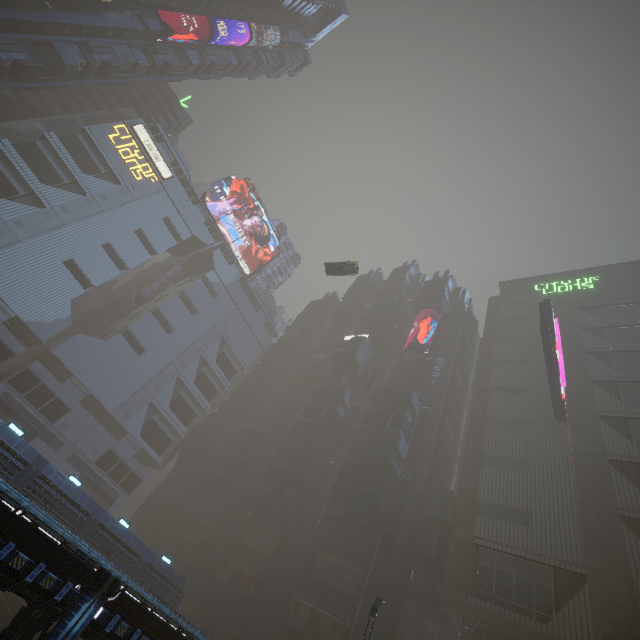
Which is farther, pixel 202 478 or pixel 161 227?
pixel 161 227

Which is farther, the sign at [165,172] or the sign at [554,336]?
the sign at [165,172]

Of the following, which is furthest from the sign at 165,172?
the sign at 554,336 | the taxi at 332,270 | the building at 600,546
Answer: the sign at 554,336

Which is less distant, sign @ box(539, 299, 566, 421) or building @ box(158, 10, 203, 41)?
sign @ box(539, 299, 566, 421)

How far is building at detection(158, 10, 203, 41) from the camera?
54.1 meters

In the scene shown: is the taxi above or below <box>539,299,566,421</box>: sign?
below

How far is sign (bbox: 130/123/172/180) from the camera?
55.9 meters

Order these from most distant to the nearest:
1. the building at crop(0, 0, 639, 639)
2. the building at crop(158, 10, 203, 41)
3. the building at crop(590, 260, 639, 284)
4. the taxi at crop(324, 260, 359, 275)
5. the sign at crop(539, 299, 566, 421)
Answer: the building at crop(590, 260, 639, 284), the building at crop(158, 10, 203, 41), the taxi at crop(324, 260, 359, 275), the sign at crop(539, 299, 566, 421), the building at crop(0, 0, 639, 639)
